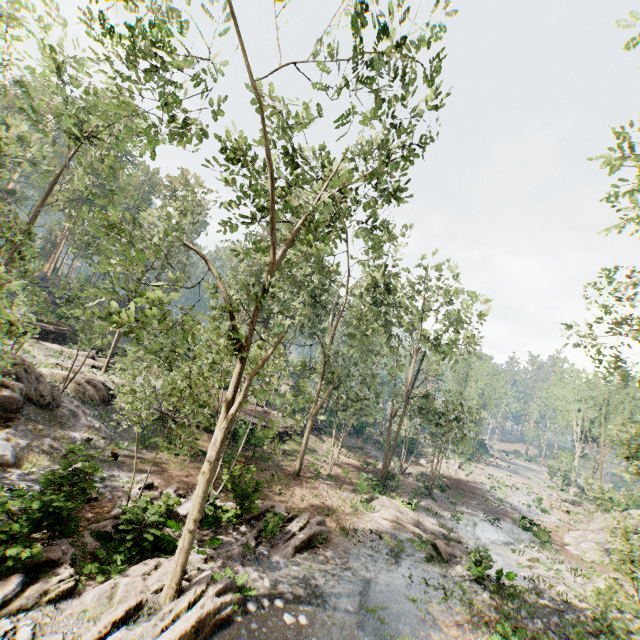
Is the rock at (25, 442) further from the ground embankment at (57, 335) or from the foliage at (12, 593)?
the ground embankment at (57, 335)

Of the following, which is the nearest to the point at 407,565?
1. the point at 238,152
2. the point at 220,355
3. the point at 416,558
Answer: the point at 416,558

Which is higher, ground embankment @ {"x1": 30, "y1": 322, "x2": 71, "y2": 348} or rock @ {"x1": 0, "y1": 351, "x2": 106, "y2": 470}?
ground embankment @ {"x1": 30, "y1": 322, "x2": 71, "y2": 348}

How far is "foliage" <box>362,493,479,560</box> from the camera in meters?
17.8 m

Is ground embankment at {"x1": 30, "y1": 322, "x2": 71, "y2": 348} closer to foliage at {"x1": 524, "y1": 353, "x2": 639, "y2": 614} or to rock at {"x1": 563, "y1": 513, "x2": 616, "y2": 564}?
foliage at {"x1": 524, "y1": 353, "x2": 639, "y2": 614}

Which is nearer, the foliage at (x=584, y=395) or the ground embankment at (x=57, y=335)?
the foliage at (x=584, y=395)

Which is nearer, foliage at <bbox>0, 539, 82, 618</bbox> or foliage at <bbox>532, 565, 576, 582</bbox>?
foliage at <bbox>0, 539, 82, 618</bbox>

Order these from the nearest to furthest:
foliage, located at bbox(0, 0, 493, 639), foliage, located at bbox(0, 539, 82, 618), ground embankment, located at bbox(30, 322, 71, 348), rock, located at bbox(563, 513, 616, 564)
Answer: foliage, located at bbox(0, 539, 82, 618)
foliage, located at bbox(0, 0, 493, 639)
rock, located at bbox(563, 513, 616, 564)
ground embankment, located at bbox(30, 322, 71, 348)
